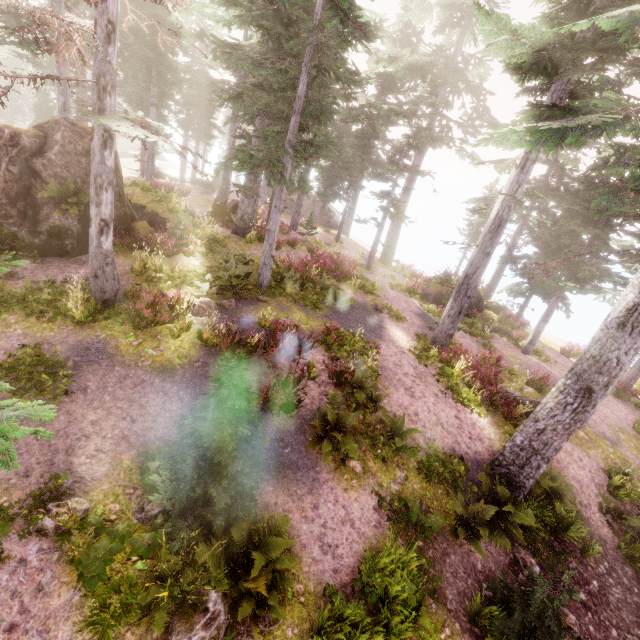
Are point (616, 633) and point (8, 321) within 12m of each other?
no

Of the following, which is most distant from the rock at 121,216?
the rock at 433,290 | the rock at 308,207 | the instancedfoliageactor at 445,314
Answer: the rock at 308,207

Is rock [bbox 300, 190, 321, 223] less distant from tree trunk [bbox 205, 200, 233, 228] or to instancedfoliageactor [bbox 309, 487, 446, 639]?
instancedfoliageactor [bbox 309, 487, 446, 639]

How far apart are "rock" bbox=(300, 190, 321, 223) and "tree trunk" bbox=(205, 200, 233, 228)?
17.56m

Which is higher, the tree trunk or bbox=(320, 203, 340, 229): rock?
the tree trunk

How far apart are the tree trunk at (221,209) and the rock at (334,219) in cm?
1756

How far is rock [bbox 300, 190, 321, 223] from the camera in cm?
3819

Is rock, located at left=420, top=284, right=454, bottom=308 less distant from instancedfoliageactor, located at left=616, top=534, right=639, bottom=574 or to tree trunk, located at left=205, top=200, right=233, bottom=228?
instancedfoliageactor, located at left=616, top=534, right=639, bottom=574
